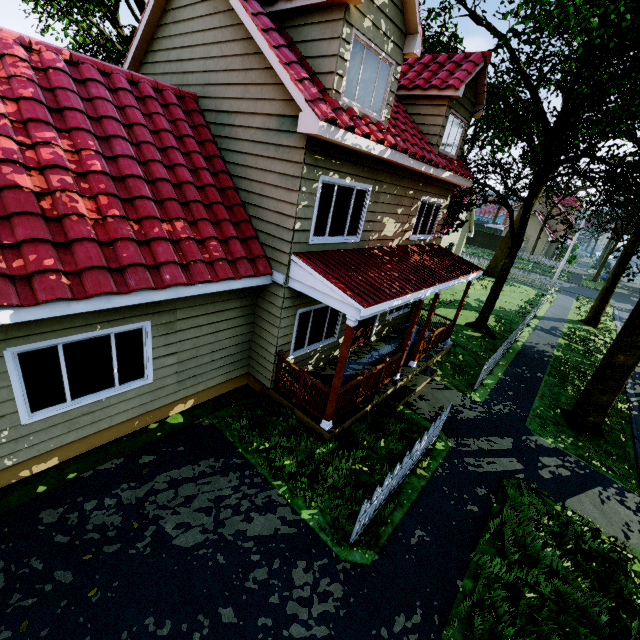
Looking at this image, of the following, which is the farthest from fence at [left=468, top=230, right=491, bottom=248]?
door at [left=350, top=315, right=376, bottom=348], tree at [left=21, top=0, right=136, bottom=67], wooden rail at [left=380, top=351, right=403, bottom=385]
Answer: door at [left=350, top=315, right=376, bottom=348]

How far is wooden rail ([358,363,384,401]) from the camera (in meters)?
8.02

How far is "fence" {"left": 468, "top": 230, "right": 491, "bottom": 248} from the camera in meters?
47.9 m

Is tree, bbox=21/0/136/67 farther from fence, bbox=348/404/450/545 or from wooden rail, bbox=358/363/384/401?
wooden rail, bbox=358/363/384/401

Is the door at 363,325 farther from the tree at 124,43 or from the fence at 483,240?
the tree at 124,43

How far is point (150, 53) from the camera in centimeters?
859cm

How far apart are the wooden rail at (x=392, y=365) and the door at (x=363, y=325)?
1.8 meters

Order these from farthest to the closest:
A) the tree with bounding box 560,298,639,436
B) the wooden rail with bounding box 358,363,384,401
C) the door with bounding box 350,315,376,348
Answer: the door with bounding box 350,315,376,348 < the tree with bounding box 560,298,639,436 < the wooden rail with bounding box 358,363,384,401
